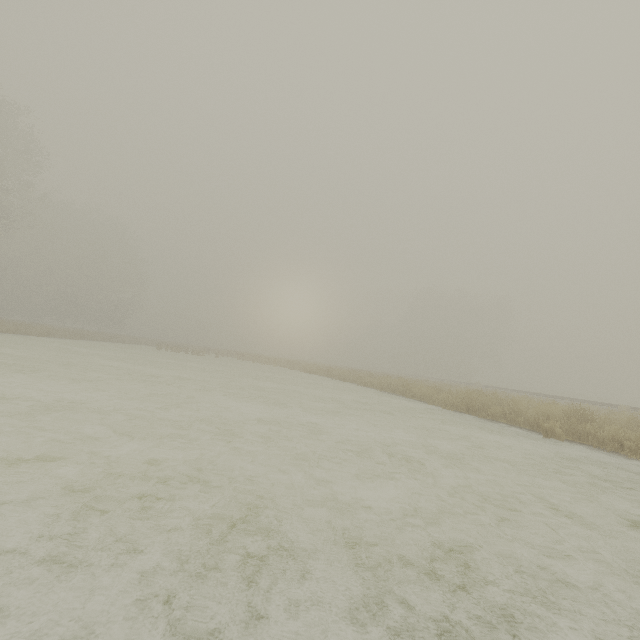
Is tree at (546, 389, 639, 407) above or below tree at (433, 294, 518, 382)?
below

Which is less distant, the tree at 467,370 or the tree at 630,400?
the tree at 630,400

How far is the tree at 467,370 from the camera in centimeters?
5544cm

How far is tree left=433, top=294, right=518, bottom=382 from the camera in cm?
5544

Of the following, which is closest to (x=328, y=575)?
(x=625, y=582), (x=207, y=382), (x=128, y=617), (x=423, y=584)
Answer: (x=423, y=584)

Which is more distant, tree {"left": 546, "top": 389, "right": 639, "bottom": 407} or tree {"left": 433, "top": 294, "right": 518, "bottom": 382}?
tree {"left": 433, "top": 294, "right": 518, "bottom": 382}
